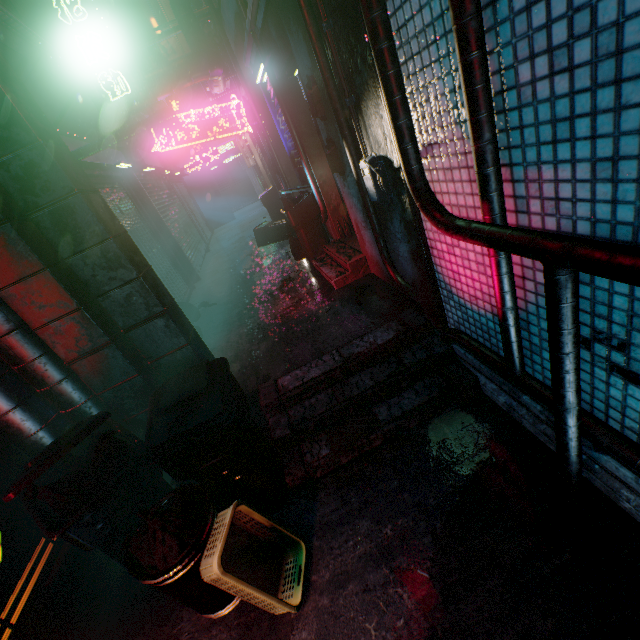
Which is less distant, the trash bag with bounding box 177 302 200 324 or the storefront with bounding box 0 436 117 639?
the storefront with bounding box 0 436 117 639

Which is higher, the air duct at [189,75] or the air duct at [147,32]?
the air duct at [147,32]

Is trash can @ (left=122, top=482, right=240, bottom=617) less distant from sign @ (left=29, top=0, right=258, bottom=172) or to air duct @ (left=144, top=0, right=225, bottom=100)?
sign @ (left=29, top=0, right=258, bottom=172)

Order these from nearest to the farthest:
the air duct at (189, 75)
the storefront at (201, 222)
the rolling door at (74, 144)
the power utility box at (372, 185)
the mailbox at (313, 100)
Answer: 1. the power utility box at (372, 185)
2. the mailbox at (313, 100)
3. the rolling door at (74, 144)
4. the air duct at (189, 75)
5. the storefront at (201, 222)

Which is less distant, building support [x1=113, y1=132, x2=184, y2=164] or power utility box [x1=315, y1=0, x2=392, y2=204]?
power utility box [x1=315, y1=0, x2=392, y2=204]

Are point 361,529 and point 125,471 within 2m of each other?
yes

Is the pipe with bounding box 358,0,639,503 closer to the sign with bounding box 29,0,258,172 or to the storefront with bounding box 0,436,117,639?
the sign with bounding box 29,0,258,172

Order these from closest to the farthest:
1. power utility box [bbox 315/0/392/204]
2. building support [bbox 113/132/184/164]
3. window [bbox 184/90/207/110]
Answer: power utility box [bbox 315/0/392/204]
building support [bbox 113/132/184/164]
window [bbox 184/90/207/110]
